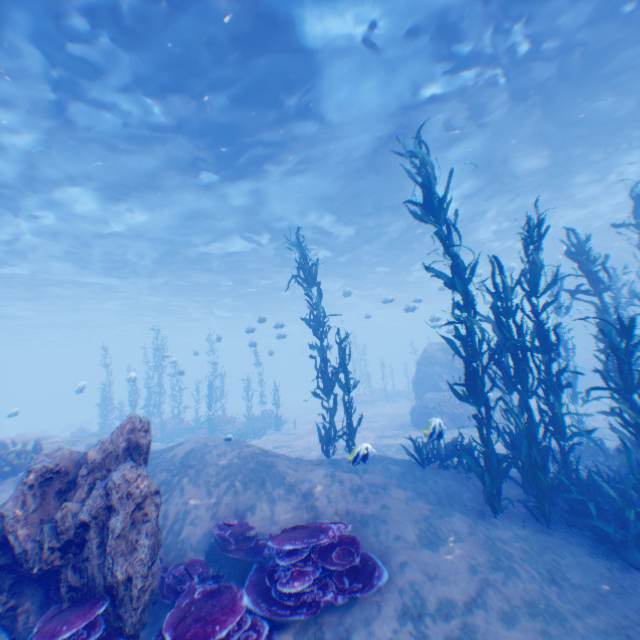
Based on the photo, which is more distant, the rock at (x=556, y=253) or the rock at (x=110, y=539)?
the rock at (x=556, y=253)

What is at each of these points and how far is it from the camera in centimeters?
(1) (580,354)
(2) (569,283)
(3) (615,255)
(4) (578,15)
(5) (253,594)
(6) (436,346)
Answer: (1) rock, 2373cm
(2) rock, 2848cm
(3) rock, 2359cm
(4) light, 912cm
(5) instancedfoliageactor, 454cm
(6) rock, 1966cm

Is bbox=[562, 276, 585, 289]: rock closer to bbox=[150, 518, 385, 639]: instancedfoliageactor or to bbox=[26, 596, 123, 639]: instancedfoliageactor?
bbox=[150, 518, 385, 639]: instancedfoliageactor

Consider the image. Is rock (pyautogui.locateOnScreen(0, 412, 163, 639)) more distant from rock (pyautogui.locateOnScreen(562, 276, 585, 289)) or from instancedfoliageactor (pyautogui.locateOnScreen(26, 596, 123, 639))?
rock (pyautogui.locateOnScreen(562, 276, 585, 289))

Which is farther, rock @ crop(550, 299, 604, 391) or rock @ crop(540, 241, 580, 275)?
rock @ crop(540, 241, 580, 275)

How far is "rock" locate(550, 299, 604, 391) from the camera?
22.95m

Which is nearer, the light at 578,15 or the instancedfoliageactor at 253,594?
the instancedfoliageactor at 253,594

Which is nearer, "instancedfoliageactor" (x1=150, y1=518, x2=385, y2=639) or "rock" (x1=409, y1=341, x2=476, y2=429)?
"instancedfoliageactor" (x1=150, y1=518, x2=385, y2=639)
